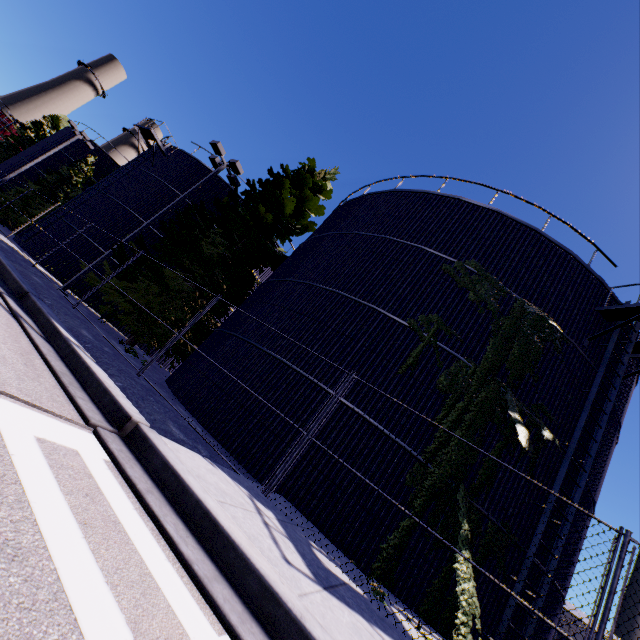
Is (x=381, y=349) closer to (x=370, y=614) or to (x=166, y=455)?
(x=370, y=614)

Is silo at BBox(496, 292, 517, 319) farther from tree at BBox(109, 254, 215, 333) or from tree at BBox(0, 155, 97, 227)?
tree at BBox(0, 155, 97, 227)

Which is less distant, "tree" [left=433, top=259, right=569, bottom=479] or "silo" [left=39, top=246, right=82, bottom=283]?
"tree" [left=433, top=259, right=569, bottom=479]

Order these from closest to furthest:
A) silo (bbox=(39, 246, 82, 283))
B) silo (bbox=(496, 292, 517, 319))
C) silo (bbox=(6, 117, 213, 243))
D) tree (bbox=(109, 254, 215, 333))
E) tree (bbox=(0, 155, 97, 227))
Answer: silo (bbox=(496, 292, 517, 319)) < tree (bbox=(109, 254, 215, 333)) < silo (bbox=(39, 246, 82, 283)) < silo (bbox=(6, 117, 213, 243)) < tree (bbox=(0, 155, 97, 227))

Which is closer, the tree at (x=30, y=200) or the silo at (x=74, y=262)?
the silo at (x=74, y=262)

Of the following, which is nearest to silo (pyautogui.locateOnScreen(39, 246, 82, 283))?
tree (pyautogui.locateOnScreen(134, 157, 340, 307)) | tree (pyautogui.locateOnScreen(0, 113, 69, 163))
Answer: tree (pyautogui.locateOnScreen(134, 157, 340, 307))

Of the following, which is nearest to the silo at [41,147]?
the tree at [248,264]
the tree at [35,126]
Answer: the tree at [248,264]
